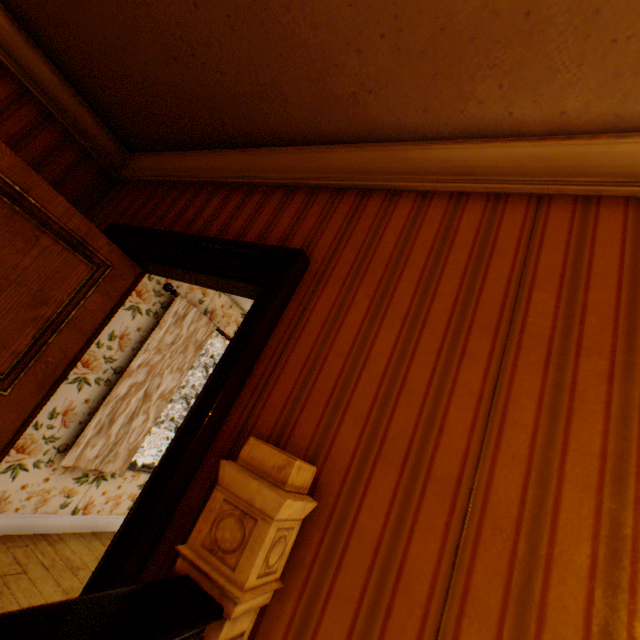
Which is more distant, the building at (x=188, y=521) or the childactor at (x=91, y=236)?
the childactor at (x=91, y=236)

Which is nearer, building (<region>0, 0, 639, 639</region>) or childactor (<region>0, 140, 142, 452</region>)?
building (<region>0, 0, 639, 639</region>)

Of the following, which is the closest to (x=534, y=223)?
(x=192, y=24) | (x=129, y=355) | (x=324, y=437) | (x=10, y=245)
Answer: (x=324, y=437)
